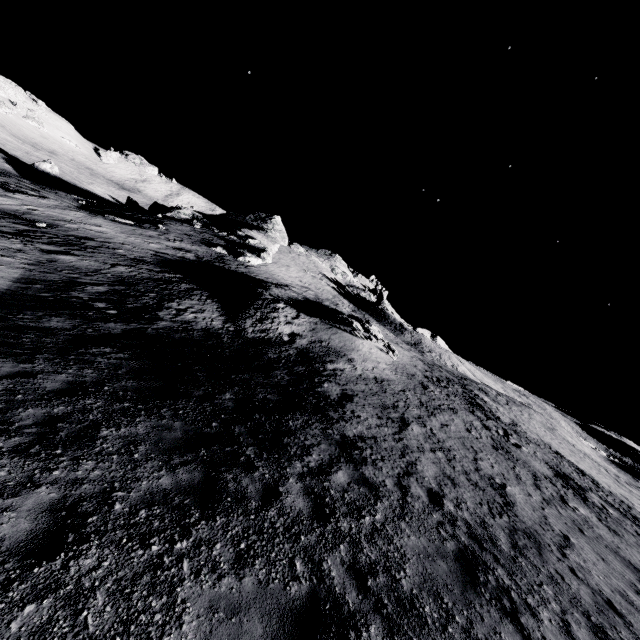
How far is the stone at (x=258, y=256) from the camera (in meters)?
45.72

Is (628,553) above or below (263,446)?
above

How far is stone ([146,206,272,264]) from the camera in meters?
45.7 m
